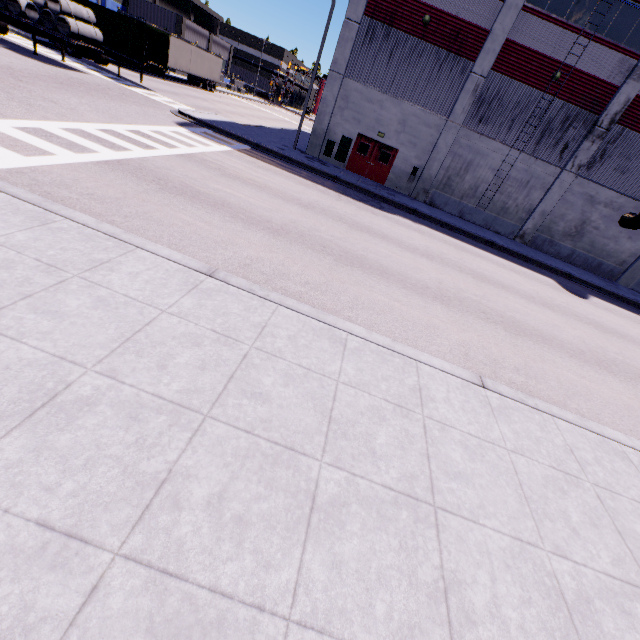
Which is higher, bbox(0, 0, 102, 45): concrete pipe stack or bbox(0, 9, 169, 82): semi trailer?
bbox(0, 0, 102, 45): concrete pipe stack

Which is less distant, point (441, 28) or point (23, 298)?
point (23, 298)

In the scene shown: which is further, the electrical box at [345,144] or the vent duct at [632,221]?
the electrical box at [345,144]

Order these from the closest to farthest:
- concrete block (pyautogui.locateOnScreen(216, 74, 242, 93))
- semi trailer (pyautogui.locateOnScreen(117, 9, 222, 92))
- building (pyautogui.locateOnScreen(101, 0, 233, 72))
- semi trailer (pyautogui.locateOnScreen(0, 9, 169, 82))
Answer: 1. semi trailer (pyautogui.locateOnScreen(0, 9, 169, 82))
2. semi trailer (pyautogui.locateOnScreen(117, 9, 222, 92))
3. building (pyautogui.locateOnScreen(101, 0, 233, 72))
4. concrete block (pyautogui.locateOnScreen(216, 74, 242, 93))

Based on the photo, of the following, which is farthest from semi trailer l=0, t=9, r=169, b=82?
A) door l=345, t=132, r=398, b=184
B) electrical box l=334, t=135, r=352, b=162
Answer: door l=345, t=132, r=398, b=184

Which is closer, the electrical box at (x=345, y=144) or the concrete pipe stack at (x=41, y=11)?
the concrete pipe stack at (x=41, y=11)

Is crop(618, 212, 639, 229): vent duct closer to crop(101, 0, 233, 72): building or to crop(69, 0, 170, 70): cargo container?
crop(101, 0, 233, 72): building

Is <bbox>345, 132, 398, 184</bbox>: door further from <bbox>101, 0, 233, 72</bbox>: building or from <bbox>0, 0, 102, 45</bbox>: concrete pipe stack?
<bbox>0, 0, 102, 45</bbox>: concrete pipe stack
